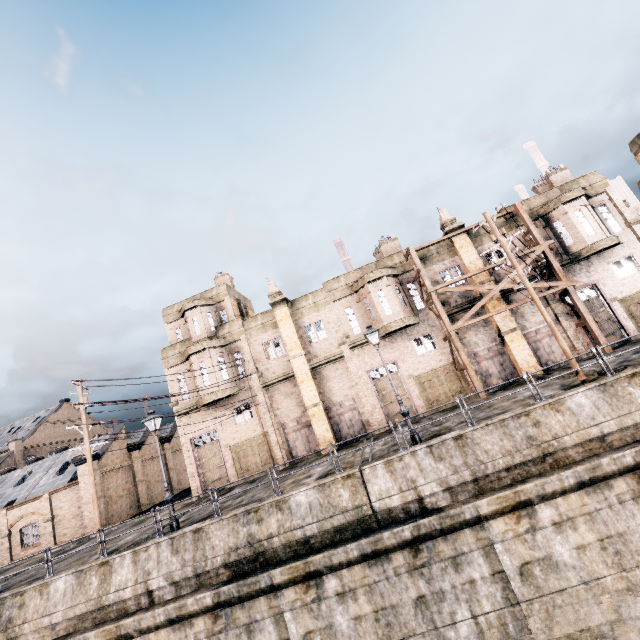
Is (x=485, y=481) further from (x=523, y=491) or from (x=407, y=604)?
(x=407, y=604)

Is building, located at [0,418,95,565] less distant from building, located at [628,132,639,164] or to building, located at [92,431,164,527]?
building, located at [92,431,164,527]

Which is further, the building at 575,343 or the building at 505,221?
the building at 505,221

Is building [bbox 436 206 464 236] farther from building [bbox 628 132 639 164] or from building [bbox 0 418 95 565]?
building [bbox 0 418 95 565]

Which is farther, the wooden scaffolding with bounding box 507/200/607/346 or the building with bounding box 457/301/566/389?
the building with bounding box 457/301/566/389

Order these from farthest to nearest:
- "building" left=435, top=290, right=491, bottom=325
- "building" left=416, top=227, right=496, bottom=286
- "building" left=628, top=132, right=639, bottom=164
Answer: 1. "building" left=628, top=132, right=639, bottom=164
2. "building" left=416, top=227, right=496, bottom=286
3. "building" left=435, top=290, right=491, bottom=325

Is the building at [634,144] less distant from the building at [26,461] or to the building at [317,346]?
the building at [317,346]

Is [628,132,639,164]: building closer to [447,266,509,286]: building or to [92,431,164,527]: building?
[447,266,509,286]: building
